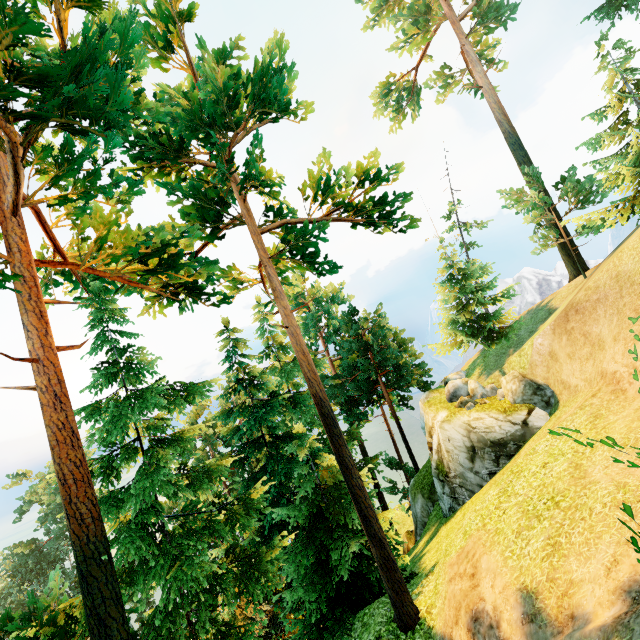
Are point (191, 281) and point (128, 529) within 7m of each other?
no

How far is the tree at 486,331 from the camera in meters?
24.0 m

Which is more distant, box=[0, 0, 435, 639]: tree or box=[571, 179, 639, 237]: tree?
box=[571, 179, 639, 237]: tree

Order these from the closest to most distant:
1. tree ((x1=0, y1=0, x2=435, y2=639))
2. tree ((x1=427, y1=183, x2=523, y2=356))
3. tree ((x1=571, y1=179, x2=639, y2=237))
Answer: tree ((x1=0, y1=0, x2=435, y2=639)) → tree ((x1=571, y1=179, x2=639, y2=237)) → tree ((x1=427, y1=183, x2=523, y2=356))

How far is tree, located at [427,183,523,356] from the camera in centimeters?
2398cm

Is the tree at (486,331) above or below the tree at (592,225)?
below
